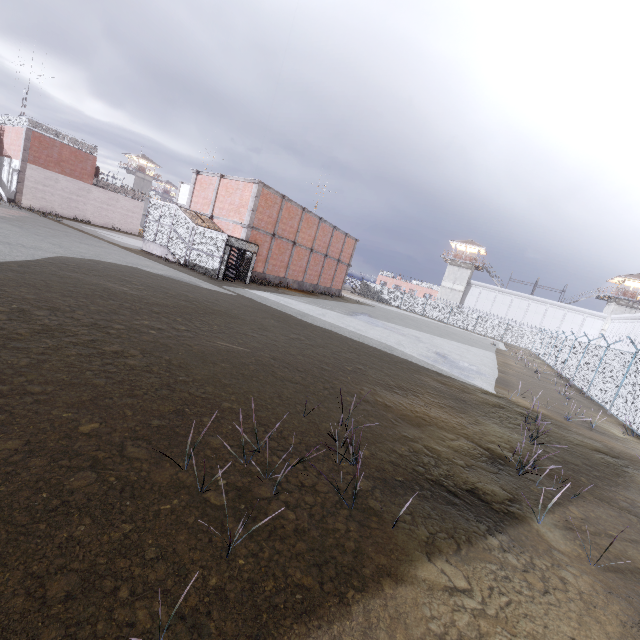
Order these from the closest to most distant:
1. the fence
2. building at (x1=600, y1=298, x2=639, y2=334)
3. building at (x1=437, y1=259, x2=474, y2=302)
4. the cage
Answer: A: the fence < the cage < building at (x1=600, y1=298, x2=639, y2=334) < building at (x1=437, y1=259, x2=474, y2=302)

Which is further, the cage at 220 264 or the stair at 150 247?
the stair at 150 247

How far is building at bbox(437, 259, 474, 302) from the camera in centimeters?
5650cm

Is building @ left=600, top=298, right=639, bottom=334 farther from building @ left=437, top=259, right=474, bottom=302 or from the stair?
the stair

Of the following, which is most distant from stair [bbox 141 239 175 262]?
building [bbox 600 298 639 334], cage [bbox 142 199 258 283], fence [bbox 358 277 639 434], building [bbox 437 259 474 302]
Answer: building [bbox 600 298 639 334]

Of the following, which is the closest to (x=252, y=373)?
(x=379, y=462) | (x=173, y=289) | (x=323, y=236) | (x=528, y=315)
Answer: (x=379, y=462)

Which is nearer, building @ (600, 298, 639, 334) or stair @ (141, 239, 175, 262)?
stair @ (141, 239, 175, 262)

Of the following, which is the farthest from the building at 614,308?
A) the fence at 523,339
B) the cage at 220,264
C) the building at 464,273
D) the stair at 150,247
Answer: the stair at 150,247
